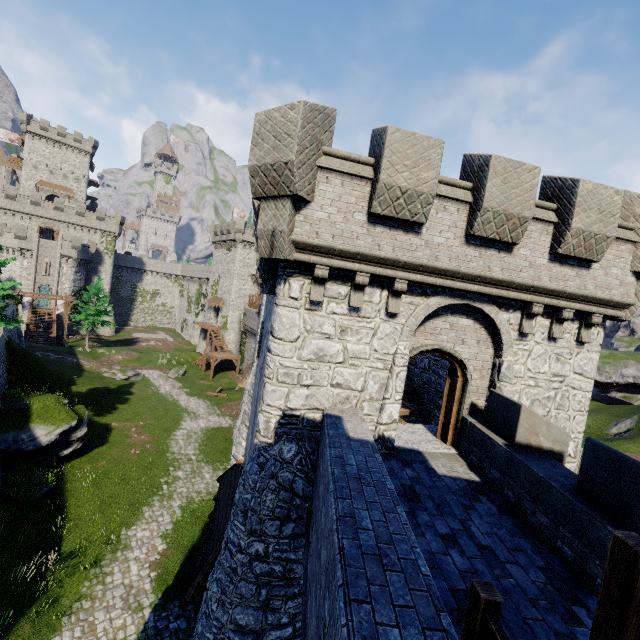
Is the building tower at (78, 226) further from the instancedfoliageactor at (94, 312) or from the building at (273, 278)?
the building at (273, 278)

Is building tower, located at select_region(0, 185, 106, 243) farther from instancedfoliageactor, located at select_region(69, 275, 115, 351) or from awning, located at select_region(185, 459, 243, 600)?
awning, located at select_region(185, 459, 243, 600)

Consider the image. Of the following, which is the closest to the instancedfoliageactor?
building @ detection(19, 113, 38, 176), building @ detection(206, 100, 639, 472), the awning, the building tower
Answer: the building tower

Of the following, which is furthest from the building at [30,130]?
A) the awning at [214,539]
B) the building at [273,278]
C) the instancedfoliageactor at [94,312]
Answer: the awning at [214,539]

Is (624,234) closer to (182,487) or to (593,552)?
(593,552)

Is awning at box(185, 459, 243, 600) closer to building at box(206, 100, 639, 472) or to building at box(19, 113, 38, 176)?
building at box(206, 100, 639, 472)

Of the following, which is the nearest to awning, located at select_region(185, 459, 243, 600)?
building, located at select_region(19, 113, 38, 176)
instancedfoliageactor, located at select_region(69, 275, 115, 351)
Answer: instancedfoliageactor, located at select_region(69, 275, 115, 351)

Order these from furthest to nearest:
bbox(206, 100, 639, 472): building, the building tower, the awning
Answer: the building tower
the awning
bbox(206, 100, 639, 472): building
